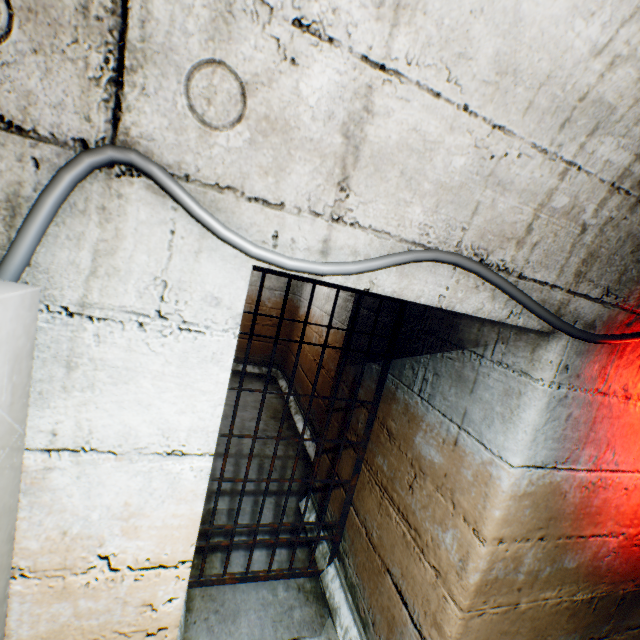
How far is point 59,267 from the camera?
0.7 meters

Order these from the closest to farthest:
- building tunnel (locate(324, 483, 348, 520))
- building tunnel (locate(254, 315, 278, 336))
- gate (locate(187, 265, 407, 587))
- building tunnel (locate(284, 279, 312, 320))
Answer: gate (locate(187, 265, 407, 587))
building tunnel (locate(324, 483, 348, 520))
building tunnel (locate(284, 279, 312, 320))
building tunnel (locate(254, 315, 278, 336))

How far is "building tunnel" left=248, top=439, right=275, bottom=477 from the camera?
3.27m

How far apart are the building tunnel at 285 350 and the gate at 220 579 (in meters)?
3.34

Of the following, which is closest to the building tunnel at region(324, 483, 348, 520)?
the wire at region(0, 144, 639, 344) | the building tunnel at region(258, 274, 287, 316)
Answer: the wire at region(0, 144, 639, 344)

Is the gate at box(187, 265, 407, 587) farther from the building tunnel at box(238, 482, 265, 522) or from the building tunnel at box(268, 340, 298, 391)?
the building tunnel at box(268, 340, 298, 391)

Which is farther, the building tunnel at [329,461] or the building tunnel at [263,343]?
the building tunnel at [263,343]
